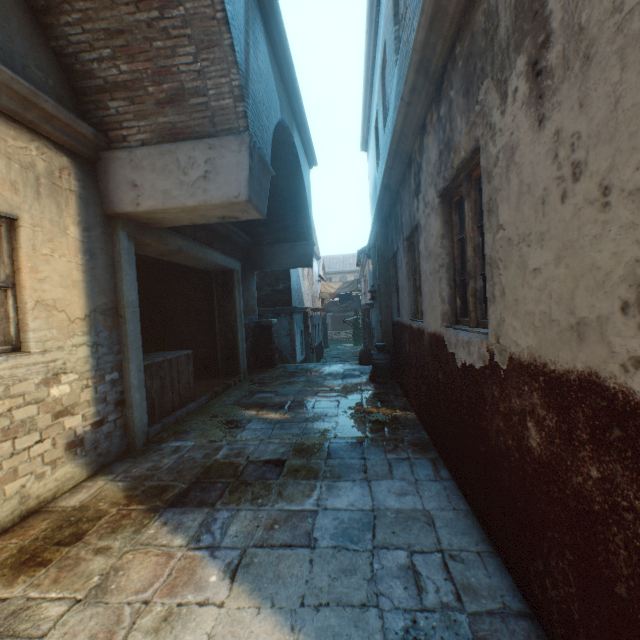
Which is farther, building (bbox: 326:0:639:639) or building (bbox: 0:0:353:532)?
building (bbox: 0:0:353:532)

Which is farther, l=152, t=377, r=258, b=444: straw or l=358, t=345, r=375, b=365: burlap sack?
l=358, t=345, r=375, b=365: burlap sack

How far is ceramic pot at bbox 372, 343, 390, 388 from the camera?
6.8m

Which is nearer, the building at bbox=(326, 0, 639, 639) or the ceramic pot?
the building at bbox=(326, 0, 639, 639)

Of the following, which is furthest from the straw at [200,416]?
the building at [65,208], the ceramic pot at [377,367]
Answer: the ceramic pot at [377,367]

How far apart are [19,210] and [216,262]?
4.2 meters

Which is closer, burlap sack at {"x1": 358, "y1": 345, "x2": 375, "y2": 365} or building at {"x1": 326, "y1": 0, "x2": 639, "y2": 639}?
building at {"x1": 326, "y1": 0, "x2": 639, "y2": 639}

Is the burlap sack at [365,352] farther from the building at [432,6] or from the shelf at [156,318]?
the shelf at [156,318]
